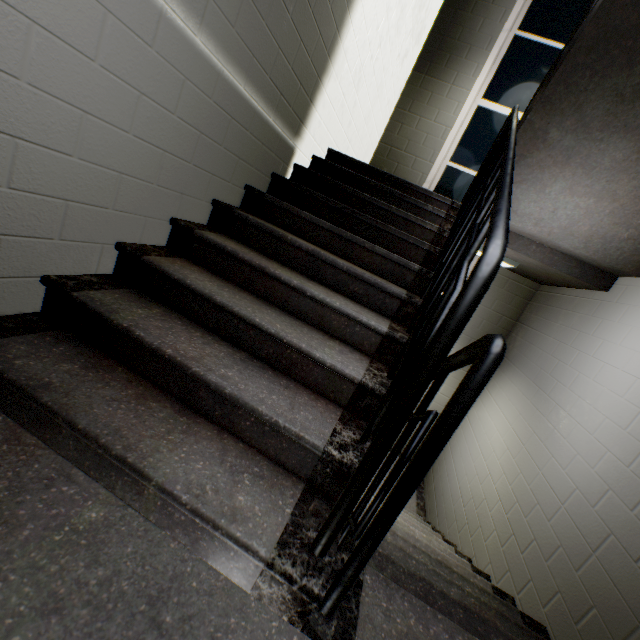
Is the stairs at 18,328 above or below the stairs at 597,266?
below

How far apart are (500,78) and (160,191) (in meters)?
5.11

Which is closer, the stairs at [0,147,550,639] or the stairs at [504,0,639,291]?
the stairs at [0,147,550,639]

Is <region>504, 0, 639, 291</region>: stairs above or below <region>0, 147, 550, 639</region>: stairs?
above

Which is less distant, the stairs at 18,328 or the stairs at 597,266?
the stairs at 18,328
